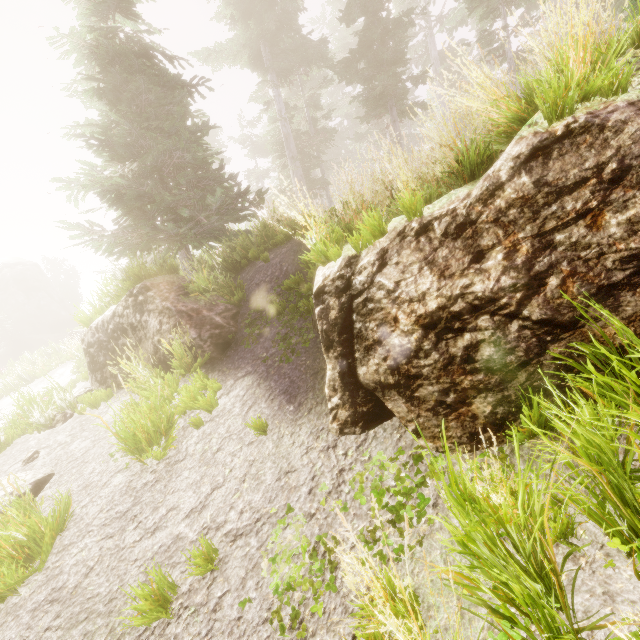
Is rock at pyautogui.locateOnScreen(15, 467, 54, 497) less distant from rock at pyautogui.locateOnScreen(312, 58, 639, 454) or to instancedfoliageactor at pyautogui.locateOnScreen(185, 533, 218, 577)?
instancedfoliageactor at pyautogui.locateOnScreen(185, 533, 218, 577)

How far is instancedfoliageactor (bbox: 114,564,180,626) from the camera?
2.8m

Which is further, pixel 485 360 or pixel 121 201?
pixel 121 201

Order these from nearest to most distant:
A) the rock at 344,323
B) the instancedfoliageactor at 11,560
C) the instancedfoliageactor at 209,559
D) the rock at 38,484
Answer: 1. the rock at 344,323
2. the instancedfoliageactor at 209,559
3. the instancedfoliageactor at 11,560
4. the rock at 38,484

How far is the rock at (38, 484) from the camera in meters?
5.4

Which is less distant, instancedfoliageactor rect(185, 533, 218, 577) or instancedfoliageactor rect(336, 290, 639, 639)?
instancedfoliageactor rect(336, 290, 639, 639)
